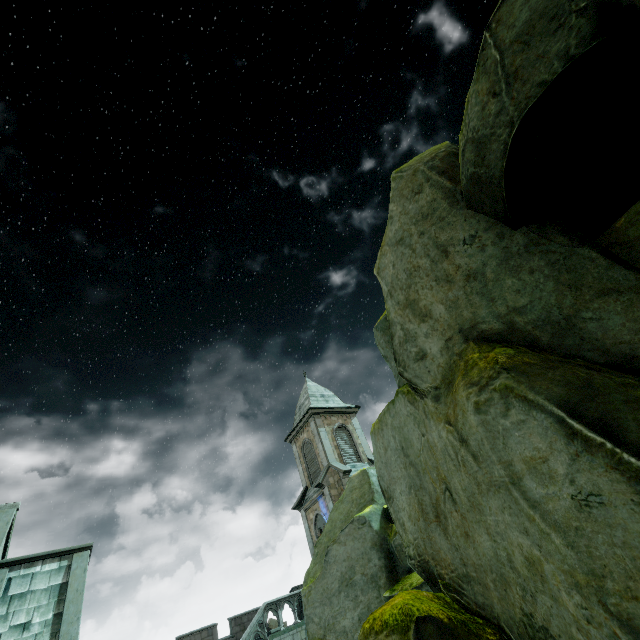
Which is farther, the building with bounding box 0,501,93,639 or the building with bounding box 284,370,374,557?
the building with bounding box 284,370,374,557

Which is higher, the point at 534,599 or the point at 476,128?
the point at 476,128

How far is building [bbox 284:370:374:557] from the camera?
24.6 meters

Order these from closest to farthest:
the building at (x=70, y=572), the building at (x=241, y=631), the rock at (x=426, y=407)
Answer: the rock at (x=426, y=407) → the building at (x=70, y=572) → the building at (x=241, y=631)

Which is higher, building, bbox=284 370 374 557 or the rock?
building, bbox=284 370 374 557

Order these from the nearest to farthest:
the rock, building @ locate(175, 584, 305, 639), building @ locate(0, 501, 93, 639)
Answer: the rock < building @ locate(0, 501, 93, 639) < building @ locate(175, 584, 305, 639)

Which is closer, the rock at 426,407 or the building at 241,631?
the rock at 426,407
